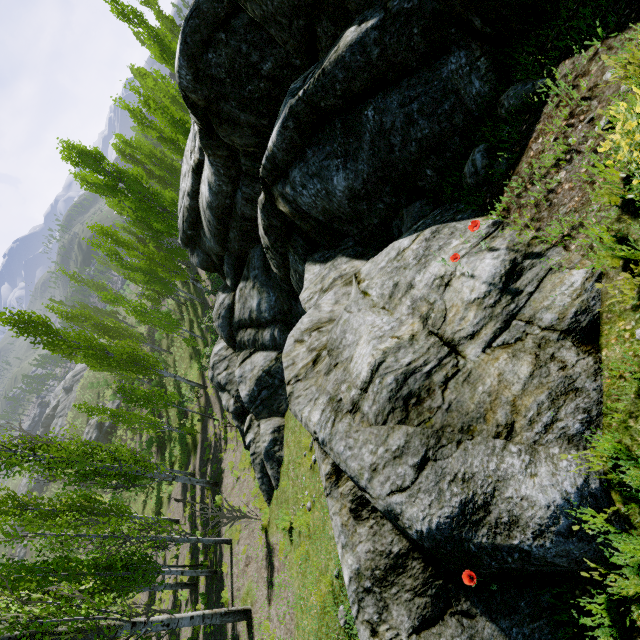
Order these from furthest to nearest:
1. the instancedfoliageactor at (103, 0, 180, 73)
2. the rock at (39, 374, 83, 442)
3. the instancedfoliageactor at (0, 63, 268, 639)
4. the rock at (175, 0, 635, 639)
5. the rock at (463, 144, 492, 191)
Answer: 1. the rock at (39, 374, 83, 442)
2. the instancedfoliageactor at (103, 0, 180, 73)
3. the instancedfoliageactor at (0, 63, 268, 639)
4. the rock at (463, 144, 492, 191)
5. the rock at (175, 0, 635, 639)

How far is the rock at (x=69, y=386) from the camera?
54.97m

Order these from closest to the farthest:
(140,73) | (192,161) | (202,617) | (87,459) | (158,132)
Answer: (202,617)
(87,459)
(192,161)
(158,132)
(140,73)

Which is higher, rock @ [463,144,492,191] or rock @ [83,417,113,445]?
rock @ [463,144,492,191]

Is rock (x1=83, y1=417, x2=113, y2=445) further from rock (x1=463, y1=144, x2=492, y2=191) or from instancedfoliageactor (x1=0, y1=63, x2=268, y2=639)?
rock (x1=463, y1=144, x2=492, y2=191)

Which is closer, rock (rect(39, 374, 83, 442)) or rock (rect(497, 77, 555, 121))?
rock (rect(497, 77, 555, 121))
